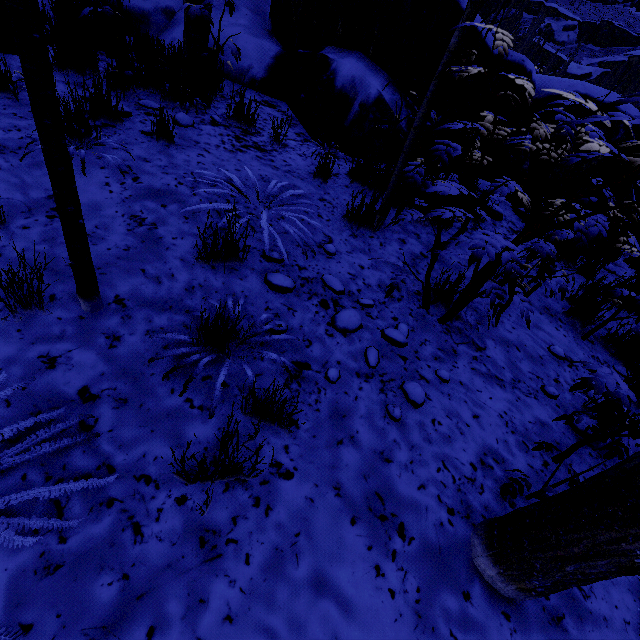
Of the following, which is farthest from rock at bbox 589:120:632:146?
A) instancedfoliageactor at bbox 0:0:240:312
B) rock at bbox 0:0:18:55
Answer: rock at bbox 0:0:18:55

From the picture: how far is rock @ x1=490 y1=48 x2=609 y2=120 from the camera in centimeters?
447cm

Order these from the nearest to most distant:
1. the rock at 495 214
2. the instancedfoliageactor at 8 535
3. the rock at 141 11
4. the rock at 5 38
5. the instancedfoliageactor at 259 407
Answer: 1. the instancedfoliageactor at 8 535
2. the instancedfoliageactor at 259 407
3. the rock at 5 38
4. the rock at 495 214
5. the rock at 141 11

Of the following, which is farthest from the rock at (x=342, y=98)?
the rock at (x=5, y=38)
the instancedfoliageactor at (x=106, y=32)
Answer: the rock at (x=5, y=38)

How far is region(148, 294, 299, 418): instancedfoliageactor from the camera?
1.6 meters

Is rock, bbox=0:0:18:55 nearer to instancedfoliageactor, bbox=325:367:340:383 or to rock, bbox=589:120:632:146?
instancedfoliageactor, bbox=325:367:340:383

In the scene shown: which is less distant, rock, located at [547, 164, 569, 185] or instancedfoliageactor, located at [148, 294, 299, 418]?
instancedfoliageactor, located at [148, 294, 299, 418]

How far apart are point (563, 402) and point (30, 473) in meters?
3.3 m
